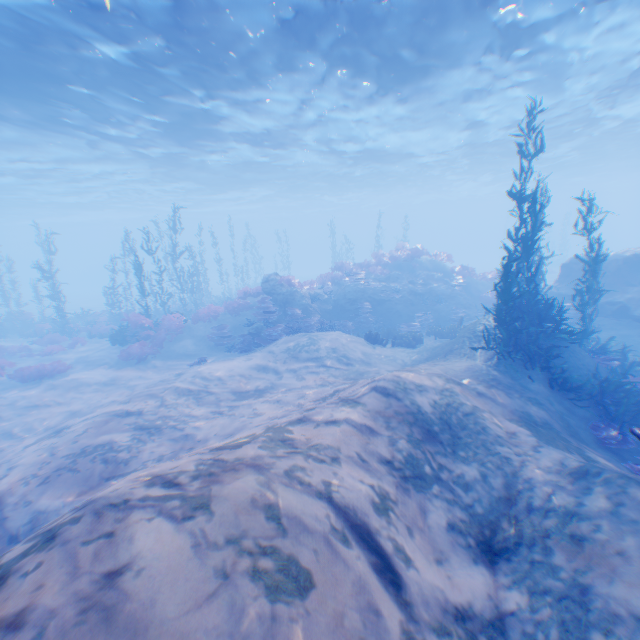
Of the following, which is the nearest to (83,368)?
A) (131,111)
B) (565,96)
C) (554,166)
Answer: (131,111)

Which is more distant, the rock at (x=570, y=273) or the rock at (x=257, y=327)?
the rock at (x=570, y=273)

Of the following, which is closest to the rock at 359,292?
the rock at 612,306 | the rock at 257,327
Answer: the rock at 257,327

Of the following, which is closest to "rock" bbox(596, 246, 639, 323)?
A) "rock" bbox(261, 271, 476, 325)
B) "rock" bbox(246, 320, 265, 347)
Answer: "rock" bbox(261, 271, 476, 325)

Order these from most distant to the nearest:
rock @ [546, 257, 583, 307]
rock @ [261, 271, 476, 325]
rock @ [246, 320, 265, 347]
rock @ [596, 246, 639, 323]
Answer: rock @ [261, 271, 476, 325] → rock @ [546, 257, 583, 307] → rock @ [246, 320, 265, 347] → rock @ [596, 246, 639, 323]

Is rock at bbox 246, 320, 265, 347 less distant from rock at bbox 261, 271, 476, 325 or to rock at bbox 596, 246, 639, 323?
rock at bbox 261, 271, 476, 325
